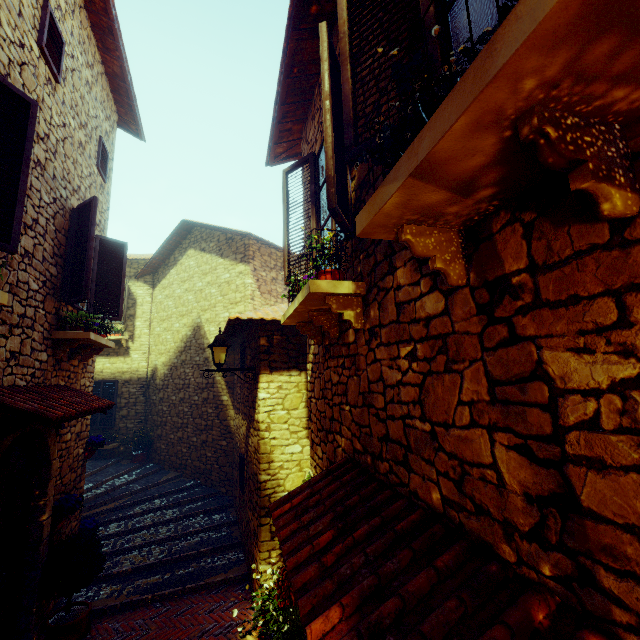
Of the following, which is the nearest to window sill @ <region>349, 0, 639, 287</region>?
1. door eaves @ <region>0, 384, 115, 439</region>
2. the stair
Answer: door eaves @ <region>0, 384, 115, 439</region>

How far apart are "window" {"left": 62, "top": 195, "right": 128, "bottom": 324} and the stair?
4.5 meters

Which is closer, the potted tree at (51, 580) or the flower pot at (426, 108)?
the flower pot at (426, 108)

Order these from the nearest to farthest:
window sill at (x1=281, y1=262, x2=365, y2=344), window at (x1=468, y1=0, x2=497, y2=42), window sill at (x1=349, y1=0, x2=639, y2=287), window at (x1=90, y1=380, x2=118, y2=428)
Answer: window sill at (x1=349, y1=0, x2=639, y2=287)
window at (x1=468, y1=0, x2=497, y2=42)
window sill at (x1=281, y1=262, x2=365, y2=344)
window at (x1=90, y1=380, x2=118, y2=428)

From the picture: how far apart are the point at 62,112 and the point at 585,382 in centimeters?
690cm

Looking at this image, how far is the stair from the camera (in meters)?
5.62

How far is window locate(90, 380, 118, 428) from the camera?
11.4 meters

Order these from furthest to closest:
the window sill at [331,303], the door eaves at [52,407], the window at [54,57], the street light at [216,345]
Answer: the street light at [216,345] < the window at [54,57] < the door eaves at [52,407] < the window sill at [331,303]
